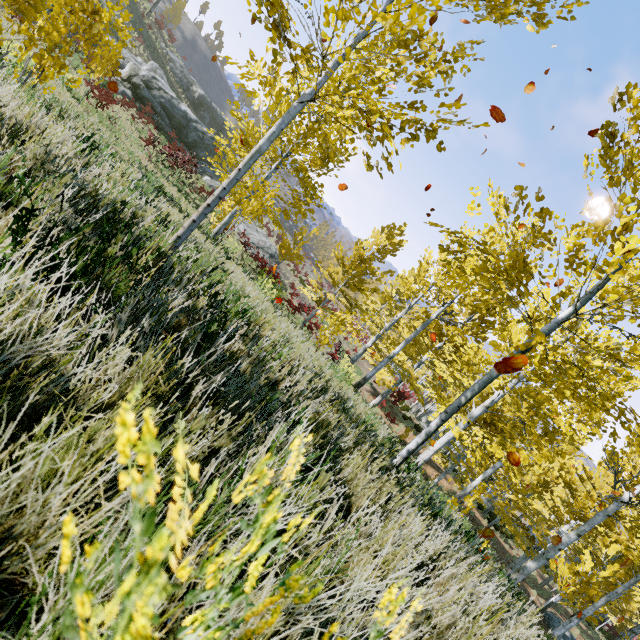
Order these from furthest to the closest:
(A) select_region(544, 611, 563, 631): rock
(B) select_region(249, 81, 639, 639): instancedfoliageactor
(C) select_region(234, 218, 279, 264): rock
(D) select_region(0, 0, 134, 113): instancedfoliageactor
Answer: (C) select_region(234, 218, 279, 264): rock < (A) select_region(544, 611, 563, 631): rock < (B) select_region(249, 81, 639, 639): instancedfoliageactor < (D) select_region(0, 0, 134, 113): instancedfoliageactor

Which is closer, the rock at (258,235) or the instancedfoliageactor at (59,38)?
the instancedfoliageactor at (59,38)

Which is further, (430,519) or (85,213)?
(430,519)

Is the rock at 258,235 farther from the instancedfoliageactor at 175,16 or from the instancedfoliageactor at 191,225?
the instancedfoliageactor at 191,225

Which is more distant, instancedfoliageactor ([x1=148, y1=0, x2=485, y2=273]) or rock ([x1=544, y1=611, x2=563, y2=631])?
rock ([x1=544, y1=611, x2=563, y2=631])

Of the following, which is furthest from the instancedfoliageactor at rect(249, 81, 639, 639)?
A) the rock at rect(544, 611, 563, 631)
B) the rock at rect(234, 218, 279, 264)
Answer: the rock at rect(234, 218, 279, 264)

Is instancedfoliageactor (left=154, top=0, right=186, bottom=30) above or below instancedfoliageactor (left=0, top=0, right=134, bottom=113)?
above

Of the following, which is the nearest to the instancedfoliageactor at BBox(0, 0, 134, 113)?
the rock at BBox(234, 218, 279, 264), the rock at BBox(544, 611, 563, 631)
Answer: the rock at BBox(234, 218, 279, 264)
